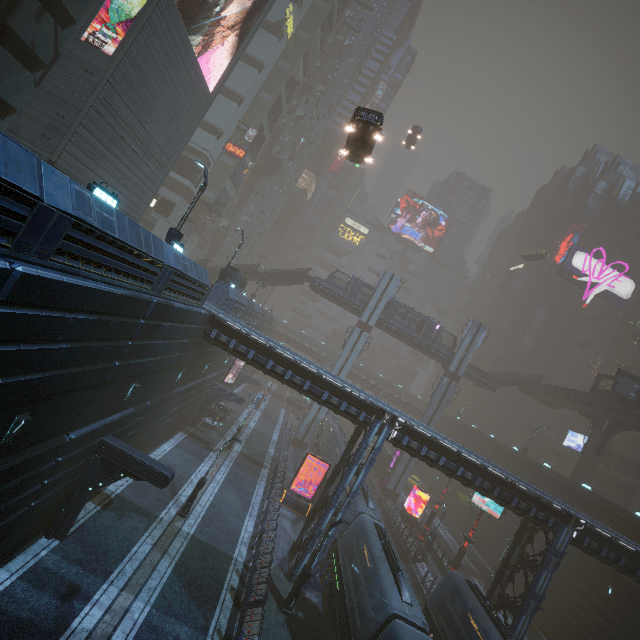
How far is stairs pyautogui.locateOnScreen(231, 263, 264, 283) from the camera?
44.6 meters

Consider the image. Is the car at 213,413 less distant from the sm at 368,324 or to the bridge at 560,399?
the sm at 368,324

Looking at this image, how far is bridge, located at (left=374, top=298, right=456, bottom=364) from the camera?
45.50m

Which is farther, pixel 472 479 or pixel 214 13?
pixel 214 13

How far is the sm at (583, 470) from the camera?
38.34m

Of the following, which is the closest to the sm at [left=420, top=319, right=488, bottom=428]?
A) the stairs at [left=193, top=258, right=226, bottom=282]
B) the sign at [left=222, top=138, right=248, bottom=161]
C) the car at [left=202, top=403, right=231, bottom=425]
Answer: the stairs at [left=193, top=258, right=226, bottom=282]

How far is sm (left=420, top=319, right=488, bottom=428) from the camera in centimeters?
4391cm
